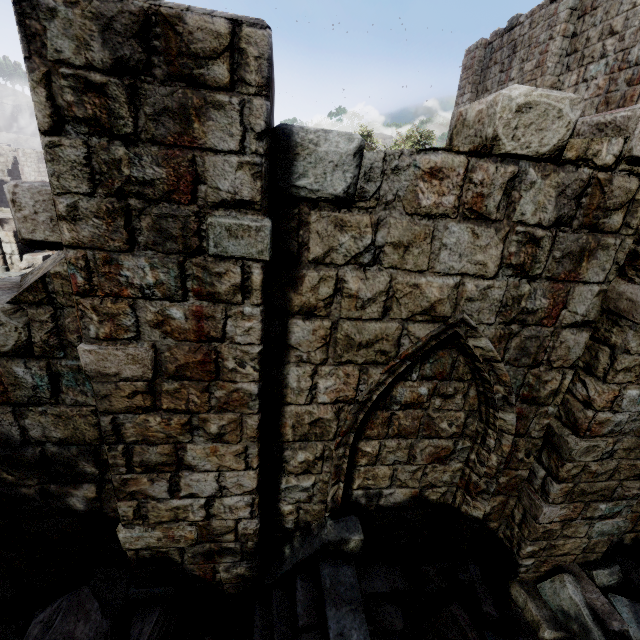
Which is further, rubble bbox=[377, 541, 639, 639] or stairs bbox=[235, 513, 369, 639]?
rubble bbox=[377, 541, 639, 639]

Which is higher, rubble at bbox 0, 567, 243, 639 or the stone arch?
the stone arch

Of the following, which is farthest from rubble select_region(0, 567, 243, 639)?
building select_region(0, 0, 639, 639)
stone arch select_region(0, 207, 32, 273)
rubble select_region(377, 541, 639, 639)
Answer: stone arch select_region(0, 207, 32, 273)

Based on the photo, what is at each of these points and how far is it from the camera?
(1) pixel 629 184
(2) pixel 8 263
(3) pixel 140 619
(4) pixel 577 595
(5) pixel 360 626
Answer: (1) building, 2.75m
(2) stone arch, 14.25m
(3) rubble, 3.45m
(4) rubble, 3.88m
(5) stairs, 3.07m

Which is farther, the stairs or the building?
the stairs

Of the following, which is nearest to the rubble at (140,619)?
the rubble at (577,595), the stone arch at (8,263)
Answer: the rubble at (577,595)

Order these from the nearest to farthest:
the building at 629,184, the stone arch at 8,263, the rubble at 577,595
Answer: the building at 629,184 → the rubble at 577,595 → the stone arch at 8,263
